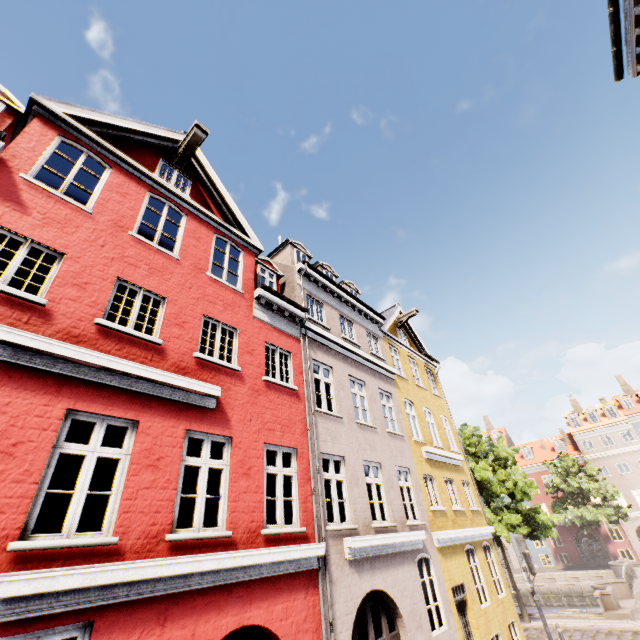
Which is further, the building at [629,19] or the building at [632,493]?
the building at [632,493]

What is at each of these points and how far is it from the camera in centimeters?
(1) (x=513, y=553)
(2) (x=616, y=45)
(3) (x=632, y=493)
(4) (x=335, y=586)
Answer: (1) building, 4072cm
(2) building, 813cm
(3) building, 3600cm
(4) building, 727cm

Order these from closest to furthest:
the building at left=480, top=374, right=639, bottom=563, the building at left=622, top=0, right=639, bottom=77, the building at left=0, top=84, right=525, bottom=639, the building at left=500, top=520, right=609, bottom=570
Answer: the building at left=0, top=84, right=525, bottom=639 < the building at left=622, top=0, right=639, bottom=77 < the building at left=480, top=374, right=639, bottom=563 < the building at left=500, top=520, right=609, bottom=570

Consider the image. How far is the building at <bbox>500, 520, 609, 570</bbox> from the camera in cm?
3662

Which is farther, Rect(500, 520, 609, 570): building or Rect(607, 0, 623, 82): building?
Rect(500, 520, 609, 570): building
